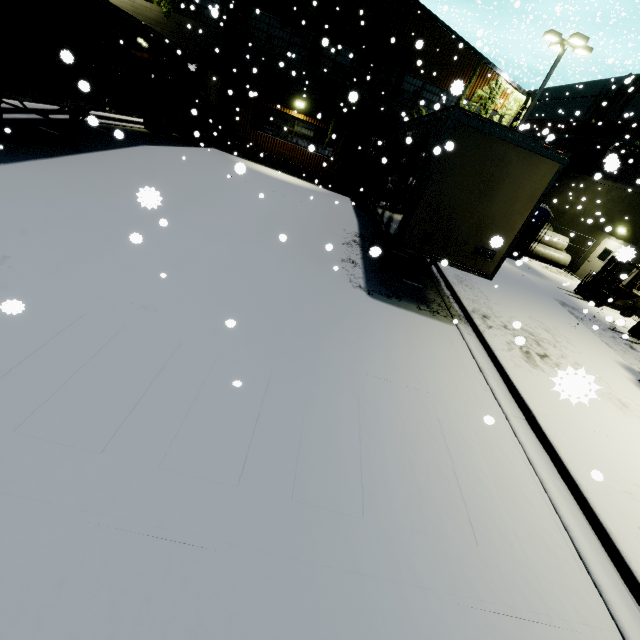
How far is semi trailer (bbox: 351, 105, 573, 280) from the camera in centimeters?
634cm

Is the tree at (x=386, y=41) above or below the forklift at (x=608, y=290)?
above

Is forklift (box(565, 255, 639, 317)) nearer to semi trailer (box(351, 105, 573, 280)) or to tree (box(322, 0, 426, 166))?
semi trailer (box(351, 105, 573, 280))

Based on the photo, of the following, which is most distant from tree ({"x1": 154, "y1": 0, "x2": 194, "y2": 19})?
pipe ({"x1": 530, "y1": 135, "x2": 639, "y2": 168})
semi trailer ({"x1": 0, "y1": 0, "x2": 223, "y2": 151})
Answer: pipe ({"x1": 530, "y1": 135, "x2": 639, "y2": 168})

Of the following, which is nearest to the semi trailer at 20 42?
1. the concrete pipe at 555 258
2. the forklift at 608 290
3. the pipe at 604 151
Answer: the pipe at 604 151

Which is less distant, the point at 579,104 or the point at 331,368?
the point at 331,368

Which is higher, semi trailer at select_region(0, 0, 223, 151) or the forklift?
semi trailer at select_region(0, 0, 223, 151)

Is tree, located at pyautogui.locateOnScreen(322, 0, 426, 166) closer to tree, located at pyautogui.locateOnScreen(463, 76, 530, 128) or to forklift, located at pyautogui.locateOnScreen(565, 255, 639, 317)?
tree, located at pyautogui.locateOnScreen(463, 76, 530, 128)
